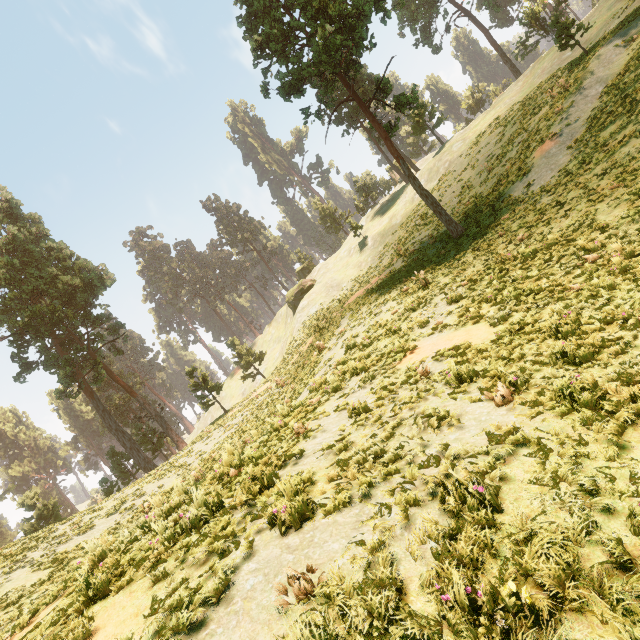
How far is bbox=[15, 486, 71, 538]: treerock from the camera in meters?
30.5 m

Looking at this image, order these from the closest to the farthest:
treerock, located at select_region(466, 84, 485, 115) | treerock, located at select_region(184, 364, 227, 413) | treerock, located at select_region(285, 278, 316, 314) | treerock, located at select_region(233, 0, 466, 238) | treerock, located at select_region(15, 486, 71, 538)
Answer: treerock, located at select_region(233, 0, 466, 238) < treerock, located at select_region(15, 486, 71, 538) < treerock, located at select_region(184, 364, 227, 413) < treerock, located at select_region(285, 278, 316, 314) < treerock, located at select_region(466, 84, 485, 115)

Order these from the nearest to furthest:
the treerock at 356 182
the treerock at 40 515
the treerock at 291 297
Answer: the treerock at 40 515 → the treerock at 291 297 → the treerock at 356 182

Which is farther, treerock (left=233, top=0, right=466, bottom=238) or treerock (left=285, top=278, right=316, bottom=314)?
treerock (left=285, top=278, right=316, bottom=314)

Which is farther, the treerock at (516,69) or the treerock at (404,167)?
the treerock at (516,69)

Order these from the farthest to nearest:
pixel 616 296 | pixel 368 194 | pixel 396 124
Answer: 1. pixel 368 194
2. pixel 396 124
3. pixel 616 296

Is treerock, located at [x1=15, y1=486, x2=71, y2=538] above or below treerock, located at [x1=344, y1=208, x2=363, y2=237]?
below
